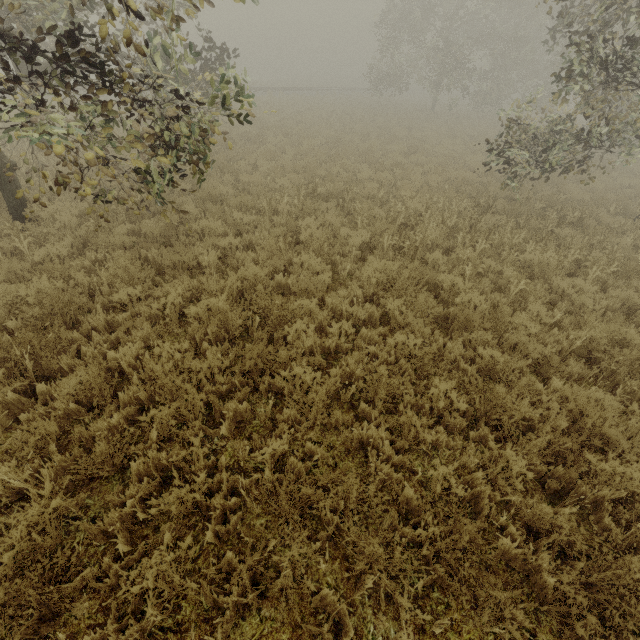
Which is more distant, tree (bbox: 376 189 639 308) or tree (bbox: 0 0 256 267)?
tree (bbox: 376 189 639 308)

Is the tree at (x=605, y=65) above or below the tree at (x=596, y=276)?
above

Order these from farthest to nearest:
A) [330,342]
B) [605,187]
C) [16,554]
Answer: [605,187]
[330,342]
[16,554]

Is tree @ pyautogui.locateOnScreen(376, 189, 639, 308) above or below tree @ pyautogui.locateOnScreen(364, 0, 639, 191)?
below

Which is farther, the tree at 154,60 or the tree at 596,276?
the tree at 596,276

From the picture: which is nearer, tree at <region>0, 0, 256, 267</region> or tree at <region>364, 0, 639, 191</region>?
tree at <region>0, 0, 256, 267</region>
